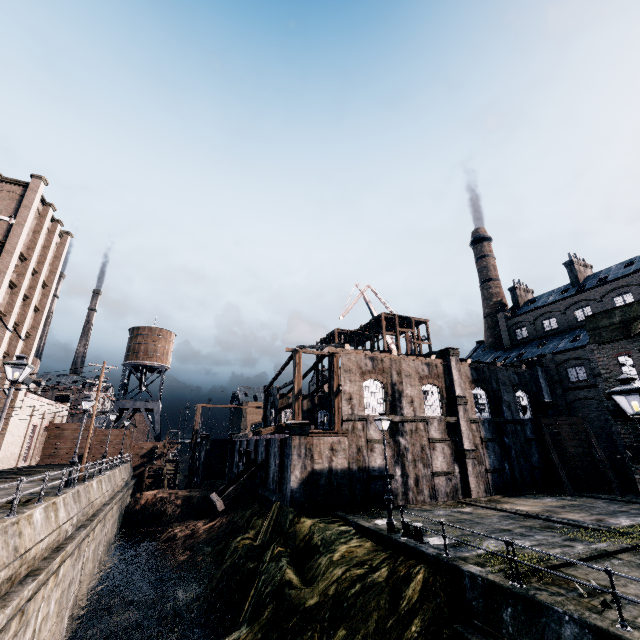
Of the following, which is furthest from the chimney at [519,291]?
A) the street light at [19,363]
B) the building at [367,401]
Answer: the street light at [19,363]

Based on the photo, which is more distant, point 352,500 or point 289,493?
point 352,500

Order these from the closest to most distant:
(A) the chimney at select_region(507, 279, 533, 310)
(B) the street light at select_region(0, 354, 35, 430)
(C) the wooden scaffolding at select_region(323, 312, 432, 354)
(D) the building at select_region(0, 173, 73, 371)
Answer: (B) the street light at select_region(0, 354, 35, 430) → (D) the building at select_region(0, 173, 73, 371) → (C) the wooden scaffolding at select_region(323, 312, 432, 354) → (A) the chimney at select_region(507, 279, 533, 310)

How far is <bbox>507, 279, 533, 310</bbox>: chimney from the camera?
54.8 meters

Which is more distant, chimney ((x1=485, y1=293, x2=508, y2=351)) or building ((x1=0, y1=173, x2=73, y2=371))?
chimney ((x1=485, y1=293, x2=508, y2=351))

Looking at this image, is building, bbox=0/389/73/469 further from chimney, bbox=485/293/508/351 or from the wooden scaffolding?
chimney, bbox=485/293/508/351

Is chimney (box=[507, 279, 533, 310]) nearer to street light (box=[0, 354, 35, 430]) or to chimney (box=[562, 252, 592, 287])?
chimney (box=[562, 252, 592, 287])

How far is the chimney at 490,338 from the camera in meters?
56.5 m
